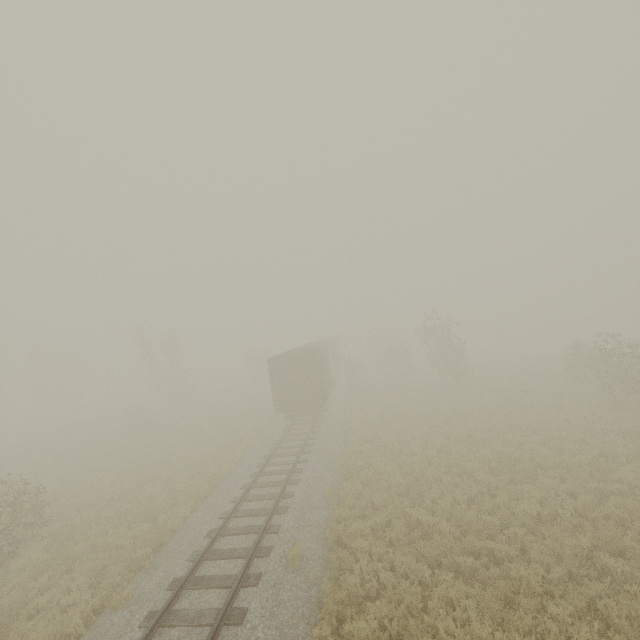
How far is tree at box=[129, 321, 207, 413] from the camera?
34.5m

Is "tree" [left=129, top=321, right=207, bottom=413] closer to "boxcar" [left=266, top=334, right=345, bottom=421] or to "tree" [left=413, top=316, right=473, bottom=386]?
"tree" [left=413, top=316, right=473, bottom=386]

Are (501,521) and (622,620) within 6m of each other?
yes

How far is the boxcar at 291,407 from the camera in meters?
21.0

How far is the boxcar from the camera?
21.0m

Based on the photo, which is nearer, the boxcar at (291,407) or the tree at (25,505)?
the tree at (25,505)

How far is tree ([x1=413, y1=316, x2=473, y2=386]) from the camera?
27.0 meters

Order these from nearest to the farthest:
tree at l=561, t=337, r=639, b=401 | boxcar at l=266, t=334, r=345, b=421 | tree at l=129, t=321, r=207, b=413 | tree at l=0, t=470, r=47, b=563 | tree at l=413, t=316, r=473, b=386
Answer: tree at l=0, t=470, r=47, b=563, tree at l=561, t=337, r=639, b=401, boxcar at l=266, t=334, r=345, b=421, tree at l=413, t=316, r=473, b=386, tree at l=129, t=321, r=207, b=413
